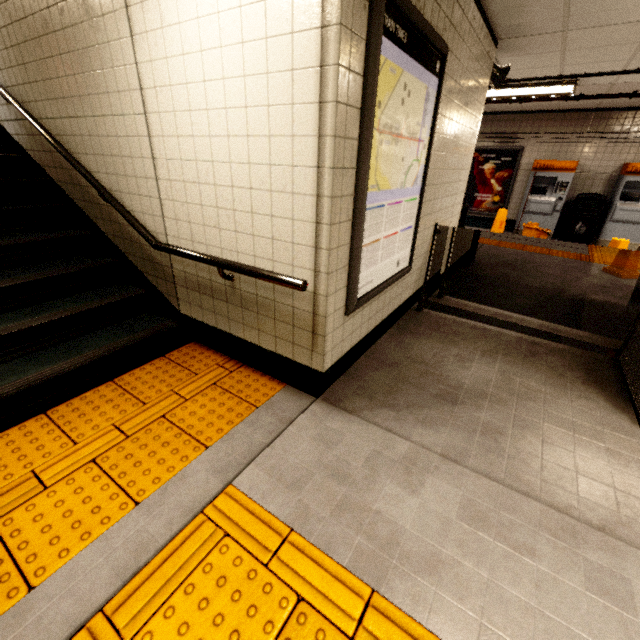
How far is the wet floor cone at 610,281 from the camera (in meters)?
4.86

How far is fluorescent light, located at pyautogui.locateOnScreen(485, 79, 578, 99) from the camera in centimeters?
532cm

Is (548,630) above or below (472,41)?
below

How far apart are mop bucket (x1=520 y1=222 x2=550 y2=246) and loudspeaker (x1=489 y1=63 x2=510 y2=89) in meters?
4.2

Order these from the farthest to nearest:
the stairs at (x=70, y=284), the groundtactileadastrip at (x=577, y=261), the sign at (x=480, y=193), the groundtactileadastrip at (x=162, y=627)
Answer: the sign at (x=480, y=193) → the groundtactileadastrip at (x=577, y=261) → the stairs at (x=70, y=284) → the groundtactileadastrip at (x=162, y=627)

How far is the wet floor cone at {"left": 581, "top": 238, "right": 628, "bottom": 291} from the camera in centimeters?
486cm

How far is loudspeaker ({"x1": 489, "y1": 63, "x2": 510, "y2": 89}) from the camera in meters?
4.1

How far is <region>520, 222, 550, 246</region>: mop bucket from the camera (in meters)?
7.46
